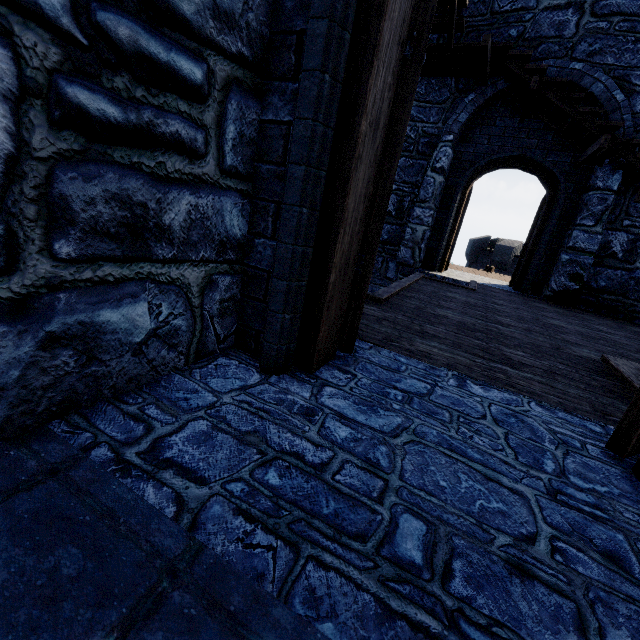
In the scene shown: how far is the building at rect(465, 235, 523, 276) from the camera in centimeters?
2383cm

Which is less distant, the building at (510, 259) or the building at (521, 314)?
the building at (521, 314)

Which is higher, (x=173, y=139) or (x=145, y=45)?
(x=145, y=45)

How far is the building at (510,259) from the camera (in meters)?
23.83

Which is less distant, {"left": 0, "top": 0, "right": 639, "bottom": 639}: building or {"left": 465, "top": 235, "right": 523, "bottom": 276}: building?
{"left": 0, "top": 0, "right": 639, "bottom": 639}: building
